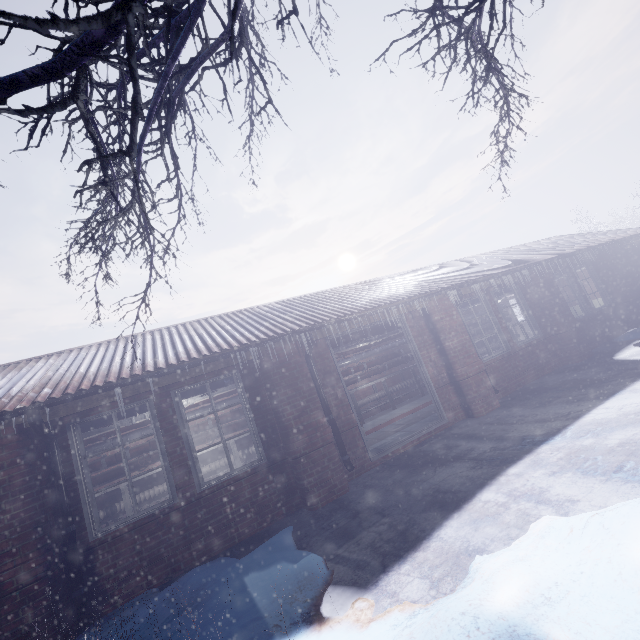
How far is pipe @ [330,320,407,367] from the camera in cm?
618

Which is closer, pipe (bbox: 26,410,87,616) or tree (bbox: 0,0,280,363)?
tree (bbox: 0,0,280,363)

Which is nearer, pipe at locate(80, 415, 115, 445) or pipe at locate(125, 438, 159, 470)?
pipe at locate(80, 415, 115, 445)

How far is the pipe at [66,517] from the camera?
3.2 meters

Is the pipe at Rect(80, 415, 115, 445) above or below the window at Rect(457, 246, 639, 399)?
above

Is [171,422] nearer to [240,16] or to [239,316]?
[239,316]

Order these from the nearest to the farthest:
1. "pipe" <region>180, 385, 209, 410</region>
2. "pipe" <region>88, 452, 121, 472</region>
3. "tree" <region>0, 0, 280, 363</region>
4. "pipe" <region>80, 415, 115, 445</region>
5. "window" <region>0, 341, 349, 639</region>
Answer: "tree" <region>0, 0, 280, 363</region>
"window" <region>0, 341, 349, 639</region>
"pipe" <region>80, 415, 115, 445</region>
"pipe" <region>180, 385, 209, 410</region>
"pipe" <region>88, 452, 121, 472</region>

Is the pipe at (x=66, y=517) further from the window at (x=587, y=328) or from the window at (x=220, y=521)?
the window at (x=587, y=328)
